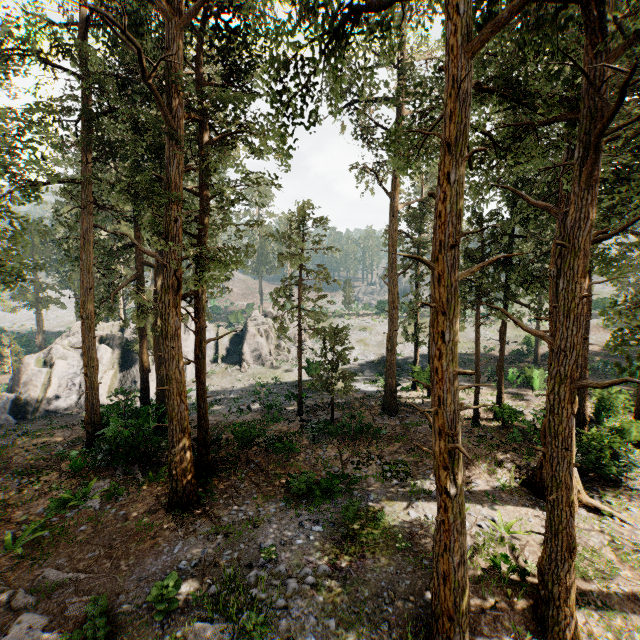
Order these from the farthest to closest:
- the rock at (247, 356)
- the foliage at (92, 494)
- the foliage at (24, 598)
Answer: the rock at (247, 356), the foliage at (92, 494), the foliage at (24, 598)

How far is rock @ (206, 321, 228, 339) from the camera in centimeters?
4366cm

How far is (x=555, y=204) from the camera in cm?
1098

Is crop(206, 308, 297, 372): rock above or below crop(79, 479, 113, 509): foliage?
above

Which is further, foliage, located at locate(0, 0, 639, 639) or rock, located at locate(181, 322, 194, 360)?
rock, located at locate(181, 322, 194, 360)

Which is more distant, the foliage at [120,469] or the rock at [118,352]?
the rock at [118,352]

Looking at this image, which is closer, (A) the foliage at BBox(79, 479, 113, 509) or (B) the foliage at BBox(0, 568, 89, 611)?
(B) the foliage at BBox(0, 568, 89, 611)

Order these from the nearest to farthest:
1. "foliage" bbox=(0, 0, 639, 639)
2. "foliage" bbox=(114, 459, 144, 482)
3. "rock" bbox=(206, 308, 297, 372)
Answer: "foliage" bbox=(0, 0, 639, 639)
"foliage" bbox=(114, 459, 144, 482)
"rock" bbox=(206, 308, 297, 372)
